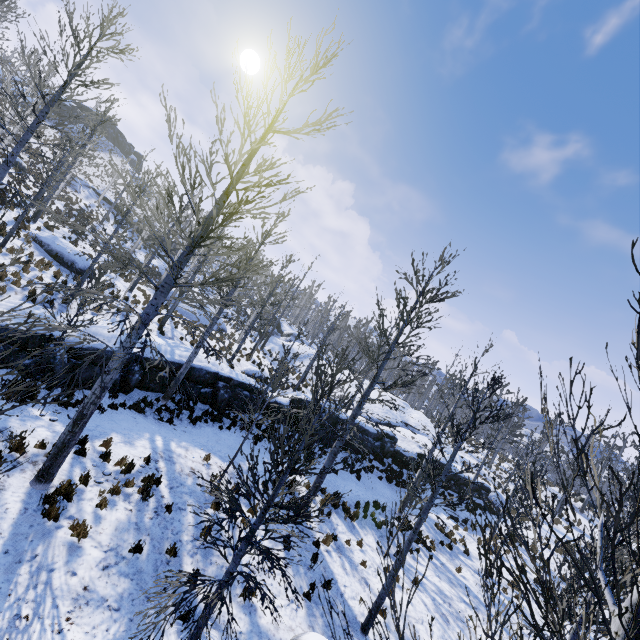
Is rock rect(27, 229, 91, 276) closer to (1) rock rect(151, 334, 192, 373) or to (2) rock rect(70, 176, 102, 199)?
(1) rock rect(151, 334, 192, 373)

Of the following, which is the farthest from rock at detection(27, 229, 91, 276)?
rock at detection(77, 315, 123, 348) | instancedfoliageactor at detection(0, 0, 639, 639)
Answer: rock at detection(77, 315, 123, 348)

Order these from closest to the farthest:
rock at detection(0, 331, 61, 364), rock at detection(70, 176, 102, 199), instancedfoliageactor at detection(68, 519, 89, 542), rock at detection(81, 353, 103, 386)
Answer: instancedfoliageactor at detection(68, 519, 89, 542) < rock at detection(0, 331, 61, 364) < rock at detection(81, 353, 103, 386) < rock at detection(70, 176, 102, 199)

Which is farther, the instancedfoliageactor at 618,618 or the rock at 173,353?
the rock at 173,353

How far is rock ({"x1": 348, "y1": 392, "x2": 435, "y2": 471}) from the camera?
20.3m

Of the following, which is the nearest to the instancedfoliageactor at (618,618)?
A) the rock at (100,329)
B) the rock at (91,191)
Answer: the rock at (100,329)

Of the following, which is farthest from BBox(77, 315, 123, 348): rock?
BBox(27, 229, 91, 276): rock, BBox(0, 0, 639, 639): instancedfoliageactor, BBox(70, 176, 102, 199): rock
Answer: BBox(70, 176, 102, 199): rock

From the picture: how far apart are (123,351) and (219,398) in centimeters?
903cm
